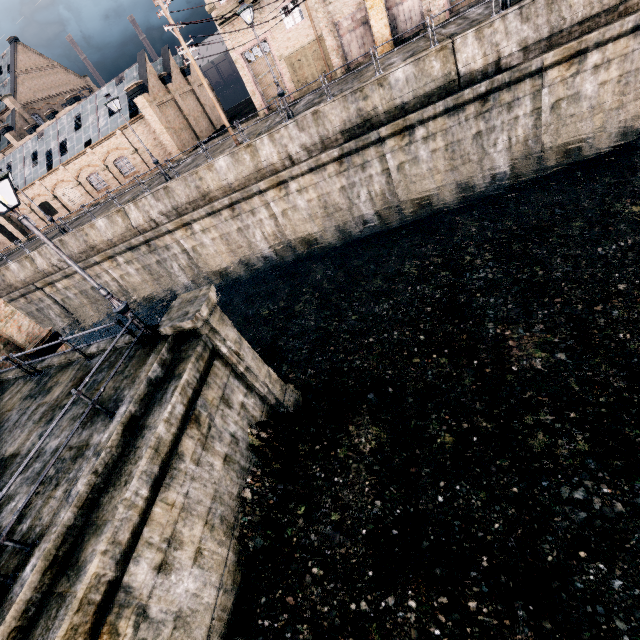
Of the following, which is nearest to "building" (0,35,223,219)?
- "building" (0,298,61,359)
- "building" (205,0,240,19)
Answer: "building" (205,0,240,19)

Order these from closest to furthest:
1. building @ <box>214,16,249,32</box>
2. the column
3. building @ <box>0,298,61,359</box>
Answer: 1. the column
2. building @ <box>0,298,61,359</box>
3. building @ <box>214,16,249,32</box>

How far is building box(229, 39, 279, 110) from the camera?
25.7 meters

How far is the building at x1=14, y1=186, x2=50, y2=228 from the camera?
38.9 meters

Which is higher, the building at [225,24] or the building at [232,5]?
the building at [232,5]

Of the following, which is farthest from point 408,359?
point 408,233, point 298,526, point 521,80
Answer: point 521,80

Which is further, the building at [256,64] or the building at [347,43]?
the building at [256,64]

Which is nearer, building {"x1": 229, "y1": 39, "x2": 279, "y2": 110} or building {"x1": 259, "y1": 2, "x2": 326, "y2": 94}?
building {"x1": 259, "y1": 2, "x2": 326, "y2": 94}
